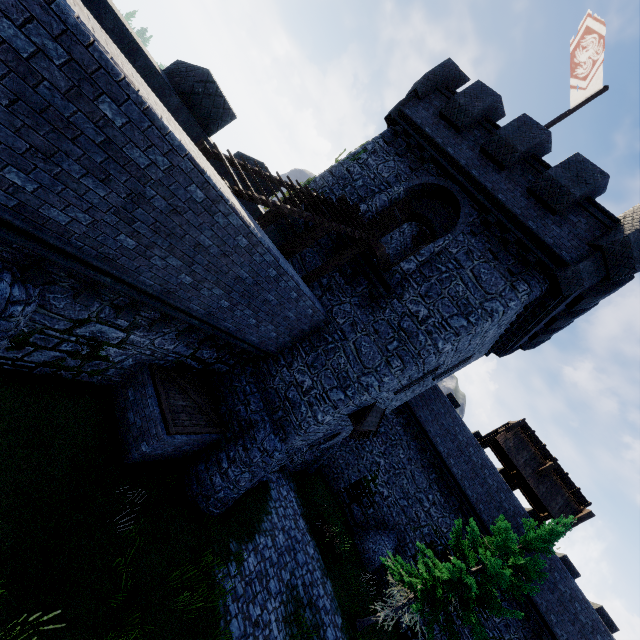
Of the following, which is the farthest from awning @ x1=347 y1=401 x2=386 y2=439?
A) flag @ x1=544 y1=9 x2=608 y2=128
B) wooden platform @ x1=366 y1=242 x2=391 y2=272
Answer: flag @ x1=544 y1=9 x2=608 y2=128

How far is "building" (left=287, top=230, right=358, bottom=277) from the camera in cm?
1305

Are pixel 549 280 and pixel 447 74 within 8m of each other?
no

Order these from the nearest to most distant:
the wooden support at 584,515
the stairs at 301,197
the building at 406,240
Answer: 1. the stairs at 301,197
2. the building at 406,240
3. the wooden support at 584,515

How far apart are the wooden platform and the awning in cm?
523

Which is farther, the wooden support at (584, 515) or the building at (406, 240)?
the wooden support at (584, 515)

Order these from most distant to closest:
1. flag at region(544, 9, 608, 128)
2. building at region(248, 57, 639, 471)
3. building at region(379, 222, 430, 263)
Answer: building at region(379, 222, 430, 263), flag at region(544, 9, 608, 128), building at region(248, 57, 639, 471)

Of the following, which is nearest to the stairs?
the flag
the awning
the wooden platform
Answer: the wooden platform
